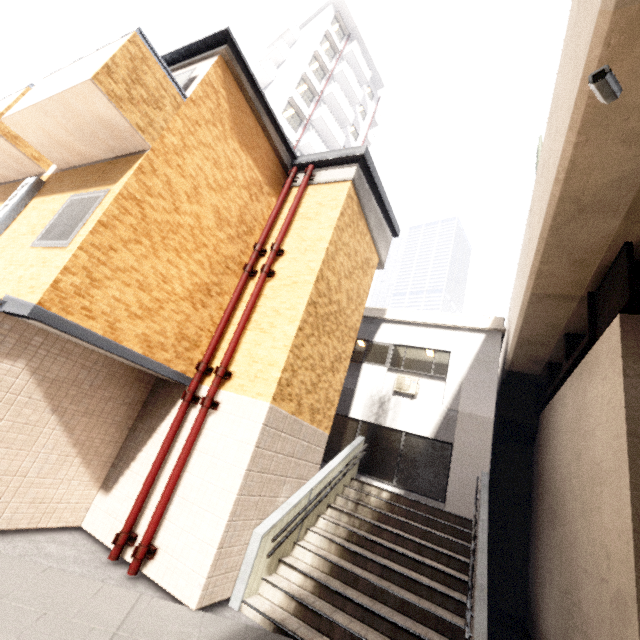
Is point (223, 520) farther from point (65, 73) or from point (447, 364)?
point (447, 364)

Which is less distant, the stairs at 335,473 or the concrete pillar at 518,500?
the stairs at 335,473

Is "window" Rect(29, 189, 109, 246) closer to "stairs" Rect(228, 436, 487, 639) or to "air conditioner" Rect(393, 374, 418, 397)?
"stairs" Rect(228, 436, 487, 639)

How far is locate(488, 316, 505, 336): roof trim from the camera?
10.6 meters

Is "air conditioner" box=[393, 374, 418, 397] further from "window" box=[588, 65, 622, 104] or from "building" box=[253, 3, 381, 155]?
"building" box=[253, 3, 381, 155]

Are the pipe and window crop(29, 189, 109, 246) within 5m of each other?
yes

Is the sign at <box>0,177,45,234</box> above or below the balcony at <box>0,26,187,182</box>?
below

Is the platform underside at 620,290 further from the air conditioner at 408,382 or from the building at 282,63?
the building at 282,63
